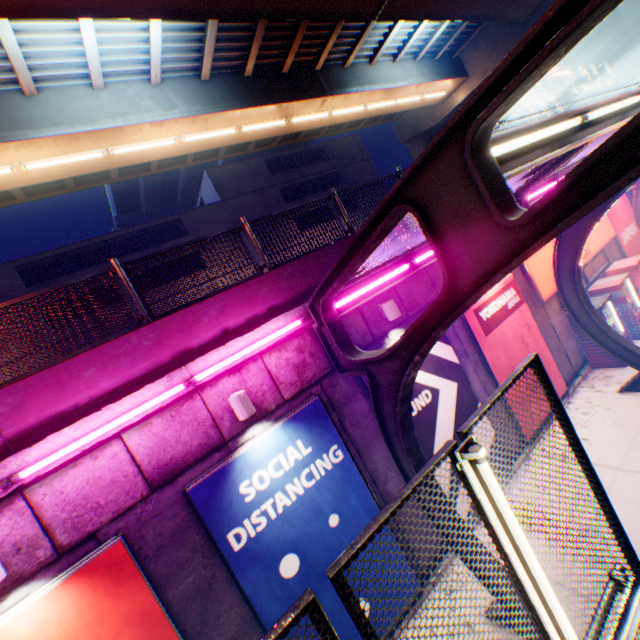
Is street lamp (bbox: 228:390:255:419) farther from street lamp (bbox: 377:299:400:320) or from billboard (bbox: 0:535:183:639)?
street lamp (bbox: 377:299:400:320)

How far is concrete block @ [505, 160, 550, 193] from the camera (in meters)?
10.69

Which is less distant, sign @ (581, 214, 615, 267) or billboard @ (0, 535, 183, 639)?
billboard @ (0, 535, 183, 639)

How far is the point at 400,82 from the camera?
16.48m

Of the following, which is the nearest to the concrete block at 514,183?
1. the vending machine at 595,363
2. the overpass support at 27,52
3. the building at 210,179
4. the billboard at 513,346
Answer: the billboard at 513,346

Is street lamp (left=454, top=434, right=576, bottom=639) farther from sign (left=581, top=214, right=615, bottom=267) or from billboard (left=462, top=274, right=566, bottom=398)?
sign (left=581, top=214, right=615, bottom=267)

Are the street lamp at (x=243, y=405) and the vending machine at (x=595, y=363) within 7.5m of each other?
no

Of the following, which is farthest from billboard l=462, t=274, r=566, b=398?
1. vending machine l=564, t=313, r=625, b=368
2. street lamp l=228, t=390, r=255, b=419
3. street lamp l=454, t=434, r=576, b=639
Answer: street lamp l=454, t=434, r=576, b=639
